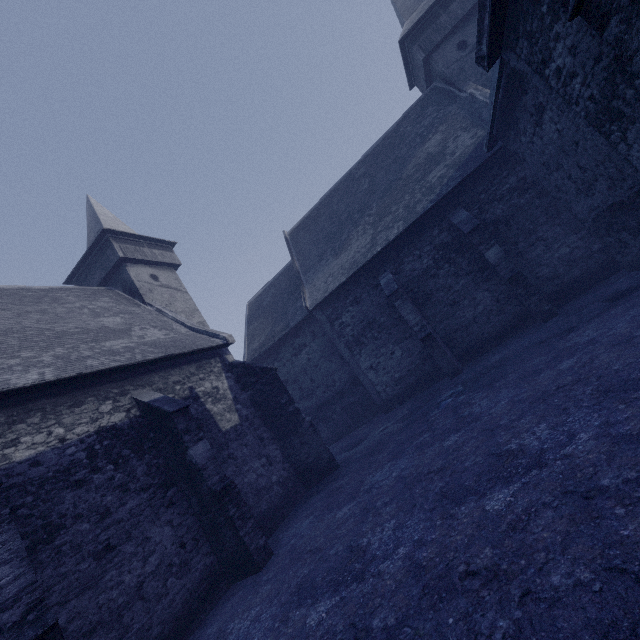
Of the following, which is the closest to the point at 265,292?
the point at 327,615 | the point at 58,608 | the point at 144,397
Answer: the point at 144,397
